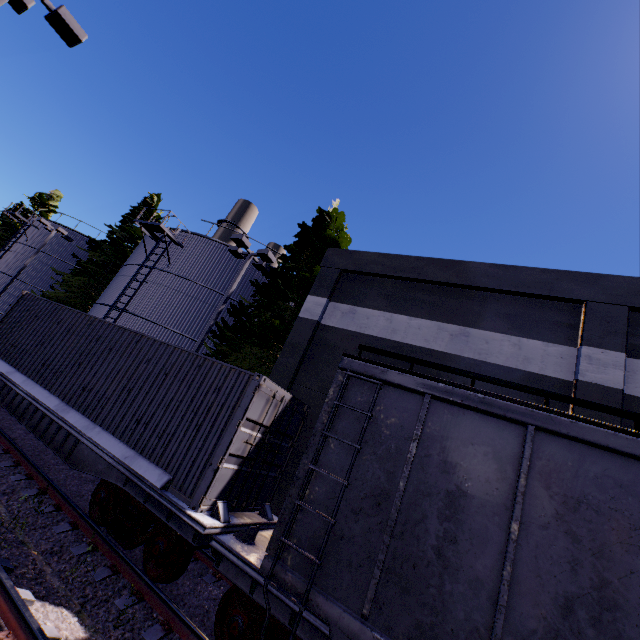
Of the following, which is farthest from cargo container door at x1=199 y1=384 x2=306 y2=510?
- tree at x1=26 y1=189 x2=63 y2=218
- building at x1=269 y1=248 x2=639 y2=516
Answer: tree at x1=26 y1=189 x2=63 y2=218

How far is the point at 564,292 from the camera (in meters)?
9.60

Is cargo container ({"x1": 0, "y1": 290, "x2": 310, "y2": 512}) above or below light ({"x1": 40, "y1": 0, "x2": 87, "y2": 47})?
below

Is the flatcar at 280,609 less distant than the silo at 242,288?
Yes

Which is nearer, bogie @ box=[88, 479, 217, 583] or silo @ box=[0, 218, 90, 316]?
bogie @ box=[88, 479, 217, 583]

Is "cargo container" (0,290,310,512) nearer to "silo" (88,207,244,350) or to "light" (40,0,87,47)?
"silo" (88,207,244,350)

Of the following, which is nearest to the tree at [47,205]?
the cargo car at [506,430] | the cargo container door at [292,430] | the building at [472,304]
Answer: the building at [472,304]

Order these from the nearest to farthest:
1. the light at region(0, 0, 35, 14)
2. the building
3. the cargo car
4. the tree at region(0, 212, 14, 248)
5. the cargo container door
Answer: the cargo car, the cargo container door, the light at region(0, 0, 35, 14), the building, the tree at region(0, 212, 14, 248)
